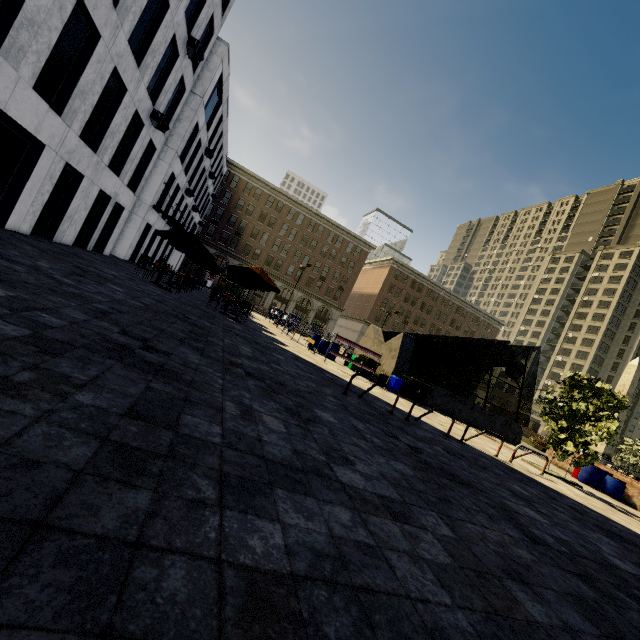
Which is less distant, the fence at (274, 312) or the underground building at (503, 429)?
the underground building at (503, 429)

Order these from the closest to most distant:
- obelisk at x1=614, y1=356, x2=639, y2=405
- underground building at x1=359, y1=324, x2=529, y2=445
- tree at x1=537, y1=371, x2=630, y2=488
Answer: tree at x1=537, y1=371, x2=630, y2=488
underground building at x1=359, y1=324, x2=529, y2=445
obelisk at x1=614, y1=356, x2=639, y2=405

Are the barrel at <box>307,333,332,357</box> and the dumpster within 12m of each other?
yes

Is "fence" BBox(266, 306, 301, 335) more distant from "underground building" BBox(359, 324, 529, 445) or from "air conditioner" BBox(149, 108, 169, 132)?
"air conditioner" BBox(149, 108, 169, 132)

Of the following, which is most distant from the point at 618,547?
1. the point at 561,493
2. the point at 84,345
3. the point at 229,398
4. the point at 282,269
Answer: the point at 282,269

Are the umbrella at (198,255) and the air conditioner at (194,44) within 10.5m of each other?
yes

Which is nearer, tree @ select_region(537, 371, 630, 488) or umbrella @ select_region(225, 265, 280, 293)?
tree @ select_region(537, 371, 630, 488)

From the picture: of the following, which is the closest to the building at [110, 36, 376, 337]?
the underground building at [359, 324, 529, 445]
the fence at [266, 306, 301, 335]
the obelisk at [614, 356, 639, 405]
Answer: the fence at [266, 306, 301, 335]
